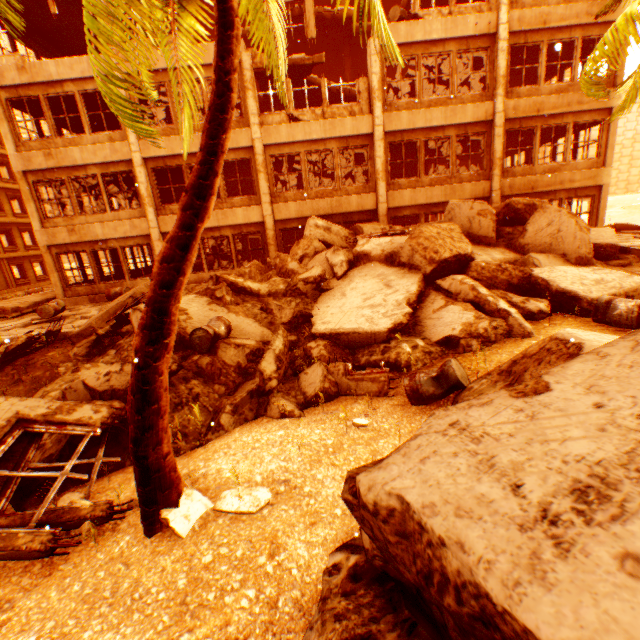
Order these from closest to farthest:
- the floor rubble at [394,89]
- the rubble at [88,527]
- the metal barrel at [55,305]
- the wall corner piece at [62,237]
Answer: the rubble at [88,527]
the metal barrel at [55,305]
the wall corner piece at [62,237]
the floor rubble at [394,89]

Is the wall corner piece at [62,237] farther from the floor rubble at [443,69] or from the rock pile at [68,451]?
the floor rubble at [443,69]

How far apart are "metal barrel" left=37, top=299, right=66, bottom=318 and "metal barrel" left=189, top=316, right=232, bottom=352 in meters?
8.1

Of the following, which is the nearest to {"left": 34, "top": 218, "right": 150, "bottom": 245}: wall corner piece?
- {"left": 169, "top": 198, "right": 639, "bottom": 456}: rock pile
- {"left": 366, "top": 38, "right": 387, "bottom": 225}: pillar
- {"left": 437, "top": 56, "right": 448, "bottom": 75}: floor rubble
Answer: {"left": 169, "top": 198, "right": 639, "bottom": 456}: rock pile

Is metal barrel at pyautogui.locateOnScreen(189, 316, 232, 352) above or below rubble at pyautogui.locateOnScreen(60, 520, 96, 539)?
above

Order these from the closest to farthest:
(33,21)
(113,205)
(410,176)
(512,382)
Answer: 1. (512,382)
2. (33,21)
3. (113,205)
4. (410,176)

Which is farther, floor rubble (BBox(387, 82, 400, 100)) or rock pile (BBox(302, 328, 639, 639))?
floor rubble (BBox(387, 82, 400, 100))

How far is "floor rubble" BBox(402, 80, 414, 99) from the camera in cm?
1662
